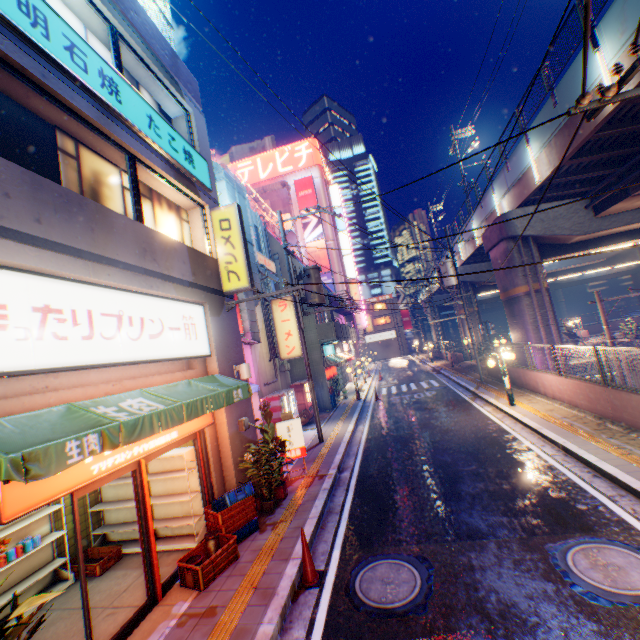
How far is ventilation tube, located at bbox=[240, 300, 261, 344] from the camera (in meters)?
13.75

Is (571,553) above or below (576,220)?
below

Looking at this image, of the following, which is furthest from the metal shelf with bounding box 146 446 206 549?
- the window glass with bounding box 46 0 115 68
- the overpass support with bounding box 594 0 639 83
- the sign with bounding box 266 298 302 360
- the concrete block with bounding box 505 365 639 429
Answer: the overpass support with bounding box 594 0 639 83

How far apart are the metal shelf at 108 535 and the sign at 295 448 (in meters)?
2.93

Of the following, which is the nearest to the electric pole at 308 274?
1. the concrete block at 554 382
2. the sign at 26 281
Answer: the sign at 26 281

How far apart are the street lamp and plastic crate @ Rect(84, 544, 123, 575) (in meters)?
4.35

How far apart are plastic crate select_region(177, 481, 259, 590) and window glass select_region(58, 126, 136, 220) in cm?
572

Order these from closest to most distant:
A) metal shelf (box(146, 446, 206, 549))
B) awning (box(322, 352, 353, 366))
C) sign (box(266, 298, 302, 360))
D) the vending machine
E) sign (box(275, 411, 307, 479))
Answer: metal shelf (box(146, 446, 206, 549)) → sign (box(275, 411, 307, 479)) → the vending machine → sign (box(266, 298, 302, 360)) → awning (box(322, 352, 353, 366))
